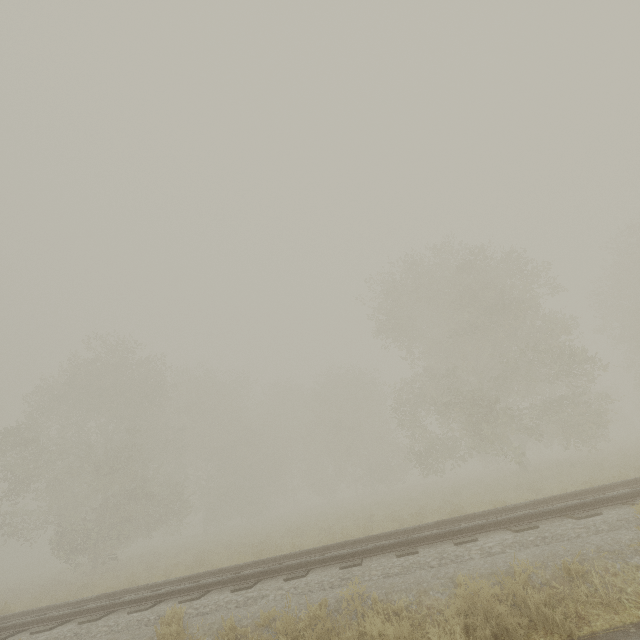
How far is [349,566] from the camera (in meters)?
6.73
